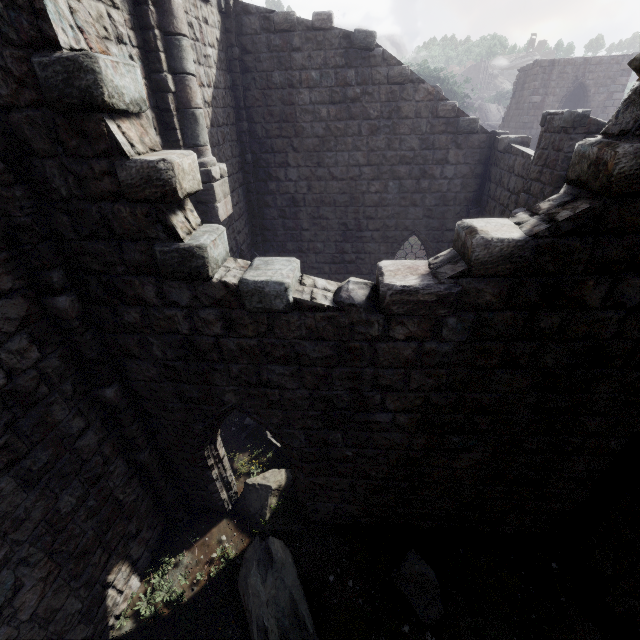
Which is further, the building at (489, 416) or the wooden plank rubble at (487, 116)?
the wooden plank rubble at (487, 116)

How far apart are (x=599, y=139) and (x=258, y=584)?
8.3m

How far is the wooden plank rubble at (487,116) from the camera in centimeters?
4719cm

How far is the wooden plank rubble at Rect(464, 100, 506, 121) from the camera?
47.2 meters

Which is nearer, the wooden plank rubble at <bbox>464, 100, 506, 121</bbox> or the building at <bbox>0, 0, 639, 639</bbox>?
the building at <bbox>0, 0, 639, 639</bbox>
